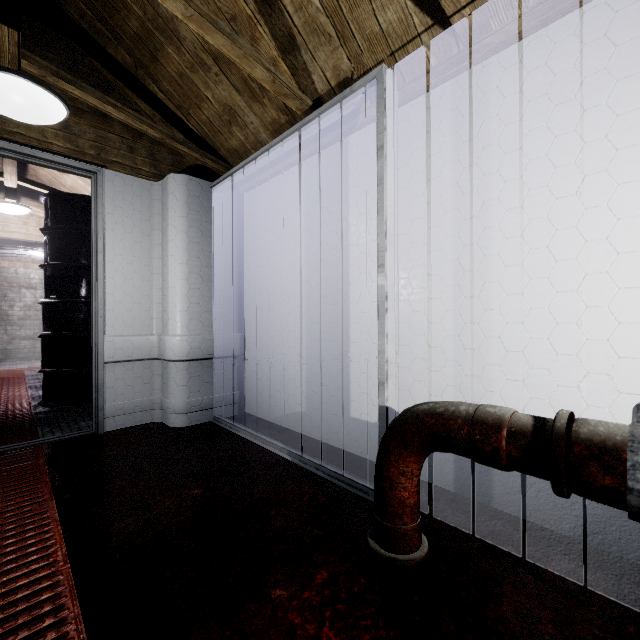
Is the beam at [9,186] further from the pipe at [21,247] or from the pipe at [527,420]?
the pipe at [527,420]

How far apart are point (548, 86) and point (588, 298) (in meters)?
0.86

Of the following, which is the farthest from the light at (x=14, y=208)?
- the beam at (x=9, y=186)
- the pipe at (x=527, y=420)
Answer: the pipe at (x=527, y=420)

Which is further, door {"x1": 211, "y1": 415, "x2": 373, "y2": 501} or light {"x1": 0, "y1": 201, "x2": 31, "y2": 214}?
light {"x1": 0, "y1": 201, "x2": 31, "y2": 214}

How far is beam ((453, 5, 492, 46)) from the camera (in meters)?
1.31

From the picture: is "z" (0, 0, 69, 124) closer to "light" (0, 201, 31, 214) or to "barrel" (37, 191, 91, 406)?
"barrel" (37, 191, 91, 406)

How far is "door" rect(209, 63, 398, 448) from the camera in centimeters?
143cm
